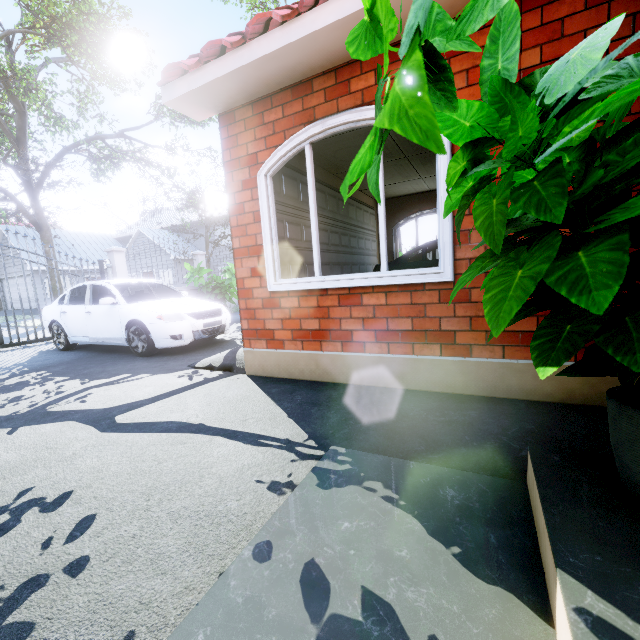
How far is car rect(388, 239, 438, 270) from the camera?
6.4m

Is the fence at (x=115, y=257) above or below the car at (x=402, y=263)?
above

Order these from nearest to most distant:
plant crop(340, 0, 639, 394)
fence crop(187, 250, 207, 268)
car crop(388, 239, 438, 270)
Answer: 1. plant crop(340, 0, 639, 394)
2. car crop(388, 239, 438, 270)
3. fence crop(187, 250, 207, 268)

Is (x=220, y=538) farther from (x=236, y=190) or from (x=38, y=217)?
(x=38, y=217)

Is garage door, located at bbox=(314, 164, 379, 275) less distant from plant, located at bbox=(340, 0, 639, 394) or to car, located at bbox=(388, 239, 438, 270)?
car, located at bbox=(388, 239, 438, 270)

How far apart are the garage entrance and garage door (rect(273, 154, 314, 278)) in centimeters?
2cm

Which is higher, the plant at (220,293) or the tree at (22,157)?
the tree at (22,157)

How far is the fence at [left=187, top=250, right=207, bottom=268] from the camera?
12.68m
